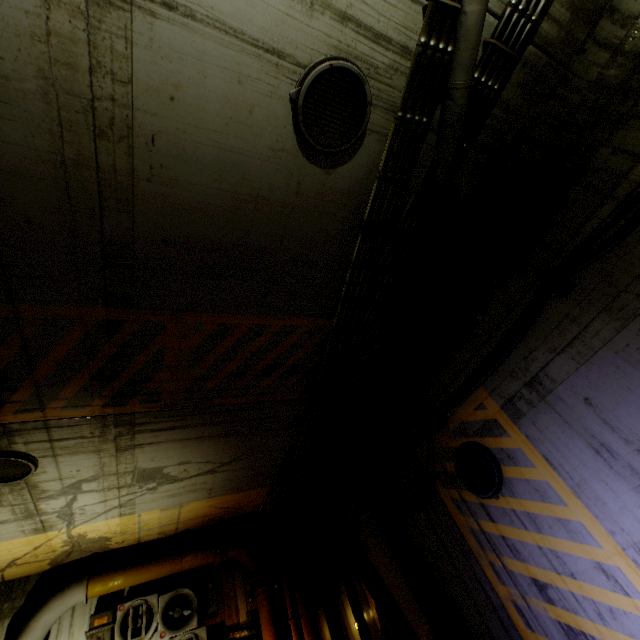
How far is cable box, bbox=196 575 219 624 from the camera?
7.7 meters

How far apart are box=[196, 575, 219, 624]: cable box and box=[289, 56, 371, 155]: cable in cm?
1003

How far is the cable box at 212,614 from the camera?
7.7m

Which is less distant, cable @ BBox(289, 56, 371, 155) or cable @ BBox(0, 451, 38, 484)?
cable @ BBox(289, 56, 371, 155)

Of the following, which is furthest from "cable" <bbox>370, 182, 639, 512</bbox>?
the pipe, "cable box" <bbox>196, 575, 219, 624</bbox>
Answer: "cable box" <bbox>196, 575, 219, 624</bbox>

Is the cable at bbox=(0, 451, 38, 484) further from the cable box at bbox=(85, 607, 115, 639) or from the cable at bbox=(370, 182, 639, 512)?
the cable at bbox=(370, 182, 639, 512)

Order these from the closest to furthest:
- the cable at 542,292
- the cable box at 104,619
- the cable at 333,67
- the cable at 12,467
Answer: the cable at 333,67
the cable at 542,292
the cable at 12,467
the cable box at 104,619

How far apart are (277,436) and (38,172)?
6.0m
